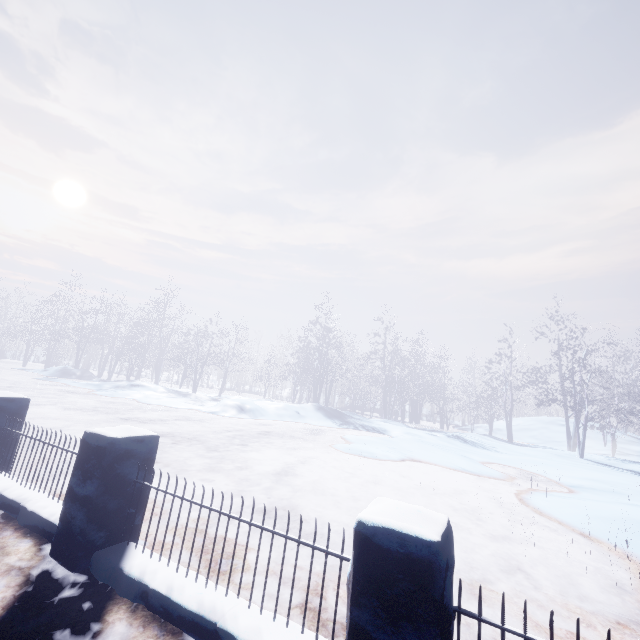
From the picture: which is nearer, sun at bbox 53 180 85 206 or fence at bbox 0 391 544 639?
fence at bbox 0 391 544 639

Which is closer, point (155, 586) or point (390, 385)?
point (155, 586)

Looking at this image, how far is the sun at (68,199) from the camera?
53.4 meters

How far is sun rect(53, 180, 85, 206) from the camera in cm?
5344

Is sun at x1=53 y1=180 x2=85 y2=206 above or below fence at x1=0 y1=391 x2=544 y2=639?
above

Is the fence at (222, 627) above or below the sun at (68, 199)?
below
